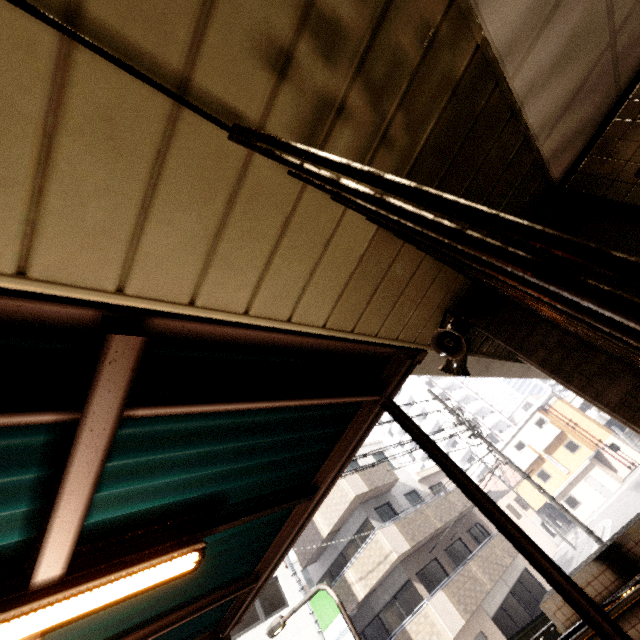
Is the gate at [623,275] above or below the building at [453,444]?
below

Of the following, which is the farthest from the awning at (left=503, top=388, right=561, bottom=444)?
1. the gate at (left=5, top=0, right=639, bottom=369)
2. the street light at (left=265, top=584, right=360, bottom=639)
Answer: the gate at (left=5, top=0, right=639, bottom=369)

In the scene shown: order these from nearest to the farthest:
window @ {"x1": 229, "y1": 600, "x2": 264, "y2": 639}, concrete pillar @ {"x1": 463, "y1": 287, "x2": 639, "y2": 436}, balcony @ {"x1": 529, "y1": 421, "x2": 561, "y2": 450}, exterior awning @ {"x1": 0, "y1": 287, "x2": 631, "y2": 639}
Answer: exterior awning @ {"x1": 0, "y1": 287, "x2": 631, "y2": 639} → concrete pillar @ {"x1": 463, "y1": 287, "x2": 639, "y2": 436} → window @ {"x1": 229, "y1": 600, "x2": 264, "y2": 639} → balcony @ {"x1": 529, "y1": 421, "x2": 561, "y2": 450}

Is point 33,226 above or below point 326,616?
below

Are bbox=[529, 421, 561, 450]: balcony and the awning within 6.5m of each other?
yes

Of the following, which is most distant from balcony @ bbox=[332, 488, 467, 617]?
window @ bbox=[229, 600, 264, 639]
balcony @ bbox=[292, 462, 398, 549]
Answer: window @ bbox=[229, 600, 264, 639]

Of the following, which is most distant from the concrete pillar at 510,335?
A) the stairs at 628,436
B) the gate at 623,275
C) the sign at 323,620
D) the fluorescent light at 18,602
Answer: the stairs at 628,436

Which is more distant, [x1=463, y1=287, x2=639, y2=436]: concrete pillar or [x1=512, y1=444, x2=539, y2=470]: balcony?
[x1=512, y1=444, x2=539, y2=470]: balcony
